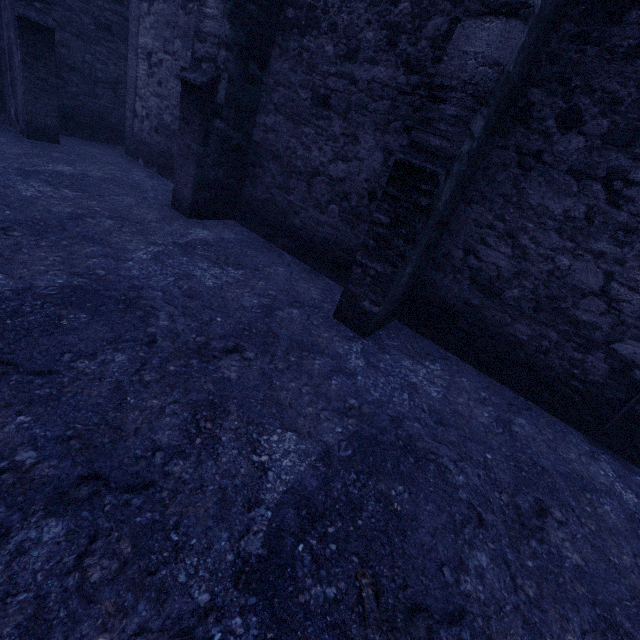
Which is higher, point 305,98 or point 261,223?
point 305,98
